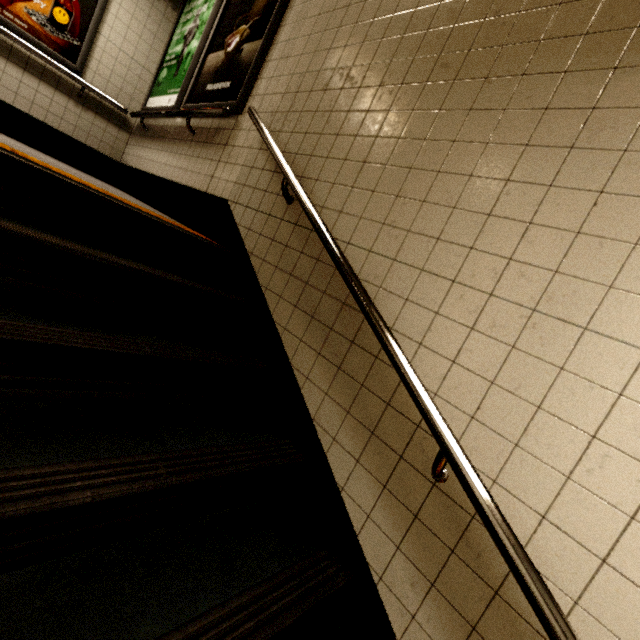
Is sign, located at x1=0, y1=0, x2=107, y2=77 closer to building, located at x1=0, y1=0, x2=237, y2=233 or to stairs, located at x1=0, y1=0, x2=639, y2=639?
building, located at x1=0, y1=0, x2=237, y2=233

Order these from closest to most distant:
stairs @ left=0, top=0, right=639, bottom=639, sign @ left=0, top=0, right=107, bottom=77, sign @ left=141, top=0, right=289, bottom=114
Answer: stairs @ left=0, top=0, right=639, bottom=639 < sign @ left=141, top=0, right=289, bottom=114 < sign @ left=0, top=0, right=107, bottom=77

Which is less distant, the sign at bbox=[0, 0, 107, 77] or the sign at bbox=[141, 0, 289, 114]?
the sign at bbox=[141, 0, 289, 114]

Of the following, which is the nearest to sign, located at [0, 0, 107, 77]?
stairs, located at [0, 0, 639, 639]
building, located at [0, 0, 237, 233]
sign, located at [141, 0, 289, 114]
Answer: building, located at [0, 0, 237, 233]

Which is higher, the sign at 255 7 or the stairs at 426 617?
the sign at 255 7

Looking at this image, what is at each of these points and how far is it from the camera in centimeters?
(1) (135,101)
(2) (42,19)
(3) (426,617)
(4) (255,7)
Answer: (1) building, 448cm
(2) sign, 364cm
(3) stairs, 111cm
(4) sign, 290cm

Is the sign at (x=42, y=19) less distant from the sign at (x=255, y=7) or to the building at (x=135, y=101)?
the building at (x=135, y=101)

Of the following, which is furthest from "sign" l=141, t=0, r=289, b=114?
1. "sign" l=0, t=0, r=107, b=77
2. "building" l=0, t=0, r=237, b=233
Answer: "sign" l=0, t=0, r=107, b=77
